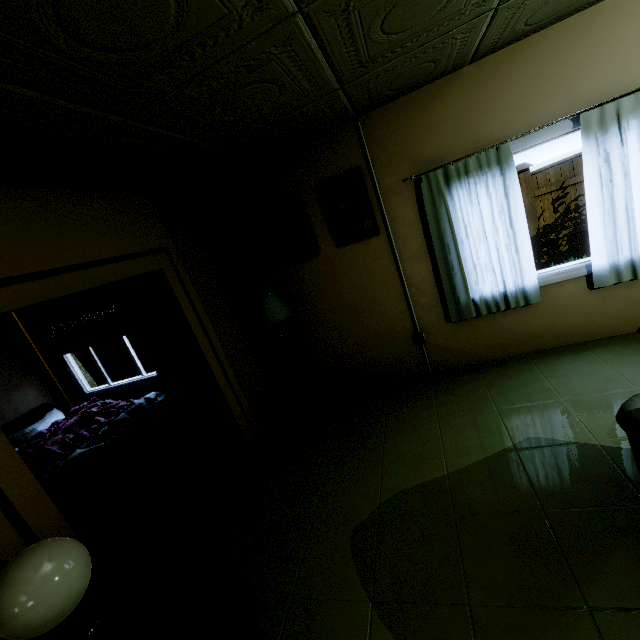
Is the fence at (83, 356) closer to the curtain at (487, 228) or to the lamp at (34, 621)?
the curtain at (487, 228)

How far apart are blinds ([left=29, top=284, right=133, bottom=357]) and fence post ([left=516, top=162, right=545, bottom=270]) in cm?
773

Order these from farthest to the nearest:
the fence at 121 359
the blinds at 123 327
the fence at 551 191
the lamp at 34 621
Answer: the fence at 121 359, the fence at 551 191, the blinds at 123 327, the lamp at 34 621

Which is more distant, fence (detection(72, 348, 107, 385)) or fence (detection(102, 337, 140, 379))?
fence (detection(102, 337, 140, 379))

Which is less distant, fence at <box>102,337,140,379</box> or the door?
the door

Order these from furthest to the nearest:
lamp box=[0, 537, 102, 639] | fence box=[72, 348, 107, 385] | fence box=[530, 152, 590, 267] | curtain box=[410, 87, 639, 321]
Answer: fence box=[72, 348, 107, 385] → fence box=[530, 152, 590, 267] → curtain box=[410, 87, 639, 321] → lamp box=[0, 537, 102, 639]

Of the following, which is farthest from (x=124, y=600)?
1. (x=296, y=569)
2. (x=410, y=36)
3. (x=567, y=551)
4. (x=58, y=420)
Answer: (x=58, y=420)

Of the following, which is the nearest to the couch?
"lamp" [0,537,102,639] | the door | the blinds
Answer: "lamp" [0,537,102,639]
